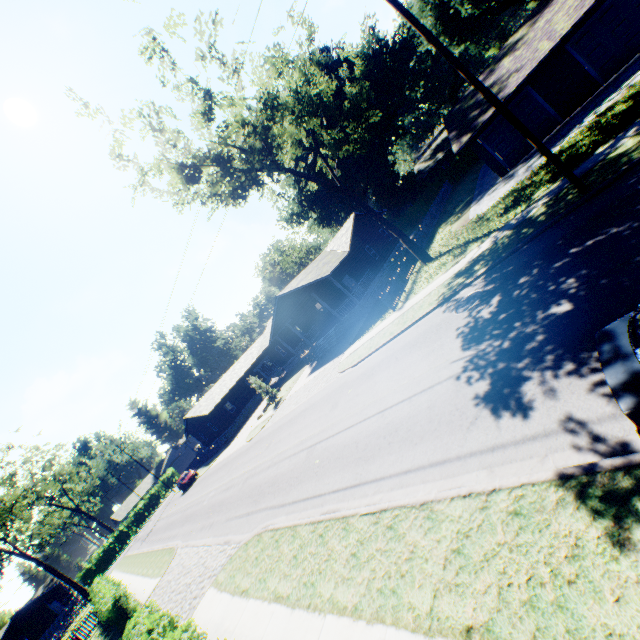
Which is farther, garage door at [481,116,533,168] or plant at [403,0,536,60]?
plant at [403,0,536,60]

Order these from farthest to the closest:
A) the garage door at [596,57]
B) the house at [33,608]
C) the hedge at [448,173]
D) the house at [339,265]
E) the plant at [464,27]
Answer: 1. the house at [33,608]
2. the plant at [464,27]
3. the hedge at [448,173]
4. the house at [339,265]
5. the garage door at [596,57]

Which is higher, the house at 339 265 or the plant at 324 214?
the plant at 324 214

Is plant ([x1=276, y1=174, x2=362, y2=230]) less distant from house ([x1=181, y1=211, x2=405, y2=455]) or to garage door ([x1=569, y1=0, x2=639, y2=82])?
house ([x1=181, y1=211, x2=405, y2=455])

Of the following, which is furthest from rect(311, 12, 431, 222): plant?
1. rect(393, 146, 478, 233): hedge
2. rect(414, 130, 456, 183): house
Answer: rect(393, 146, 478, 233): hedge

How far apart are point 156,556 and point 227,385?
24.1 meters

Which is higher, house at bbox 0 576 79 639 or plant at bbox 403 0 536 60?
plant at bbox 403 0 536 60

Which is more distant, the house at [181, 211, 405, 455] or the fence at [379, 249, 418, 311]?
the house at [181, 211, 405, 455]
